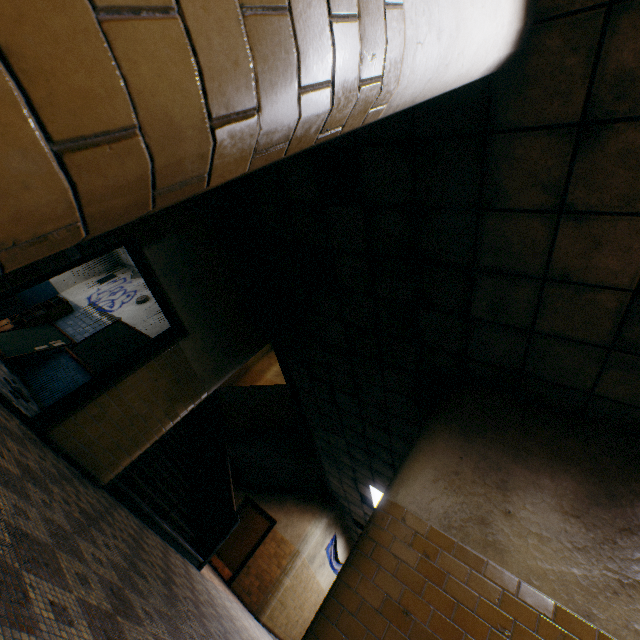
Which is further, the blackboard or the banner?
the banner

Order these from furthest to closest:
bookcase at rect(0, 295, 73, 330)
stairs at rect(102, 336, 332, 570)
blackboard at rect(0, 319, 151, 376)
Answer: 1. bookcase at rect(0, 295, 73, 330)
2. blackboard at rect(0, 319, 151, 376)
3. stairs at rect(102, 336, 332, 570)

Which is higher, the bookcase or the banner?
the banner

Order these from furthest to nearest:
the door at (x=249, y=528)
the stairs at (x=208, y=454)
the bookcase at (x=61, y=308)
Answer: the door at (x=249, y=528), the bookcase at (x=61, y=308), the stairs at (x=208, y=454)

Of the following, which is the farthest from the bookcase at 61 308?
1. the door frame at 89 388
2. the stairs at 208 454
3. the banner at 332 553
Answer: the banner at 332 553

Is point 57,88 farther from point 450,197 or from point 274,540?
point 274,540

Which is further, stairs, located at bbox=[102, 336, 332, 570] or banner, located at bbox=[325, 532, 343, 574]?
banner, located at bbox=[325, 532, 343, 574]

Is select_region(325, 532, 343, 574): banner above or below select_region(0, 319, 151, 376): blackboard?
above
